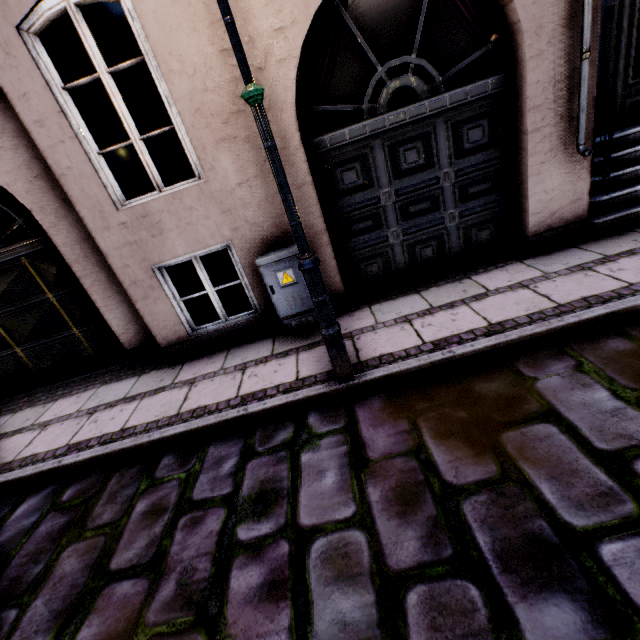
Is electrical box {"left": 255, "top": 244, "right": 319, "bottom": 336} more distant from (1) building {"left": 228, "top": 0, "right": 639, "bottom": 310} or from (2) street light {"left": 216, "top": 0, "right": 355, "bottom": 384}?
(2) street light {"left": 216, "top": 0, "right": 355, "bottom": 384}

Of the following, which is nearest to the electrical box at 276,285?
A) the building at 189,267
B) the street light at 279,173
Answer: the building at 189,267

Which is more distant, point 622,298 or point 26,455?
point 26,455

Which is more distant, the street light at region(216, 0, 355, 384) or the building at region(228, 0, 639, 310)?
the building at region(228, 0, 639, 310)

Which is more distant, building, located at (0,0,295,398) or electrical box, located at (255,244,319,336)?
electrical box, located at (255,244,319,336)

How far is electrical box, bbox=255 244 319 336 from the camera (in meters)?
3.75

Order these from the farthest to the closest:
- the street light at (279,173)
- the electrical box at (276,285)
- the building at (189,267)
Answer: the electrical box at (276,285), the building at (189,267), the street light at (279,173)

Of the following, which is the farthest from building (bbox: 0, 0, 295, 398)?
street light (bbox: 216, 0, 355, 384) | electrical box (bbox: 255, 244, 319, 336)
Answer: street light (bbox: 216, 0, 355, 384)
